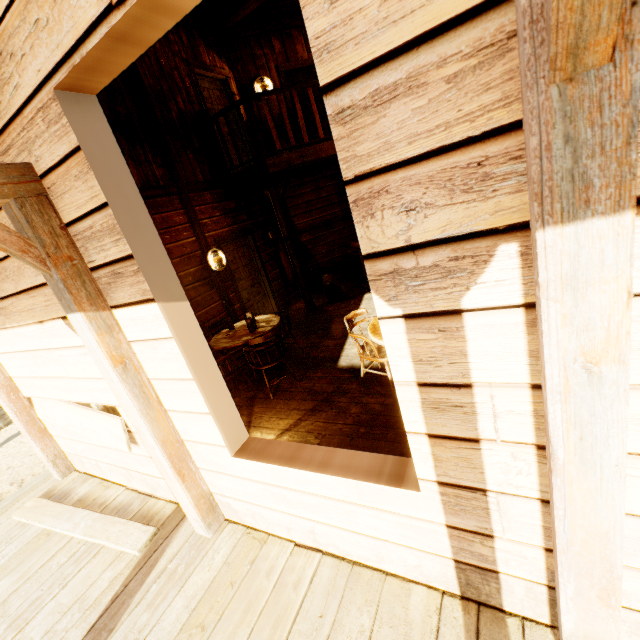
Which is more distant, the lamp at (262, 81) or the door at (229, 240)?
the lamp at (262, 81)

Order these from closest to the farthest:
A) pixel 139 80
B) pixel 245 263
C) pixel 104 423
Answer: pixel 104 423 < pixel 139 80 < pixel 245 263

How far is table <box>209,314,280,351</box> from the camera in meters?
4.2 m

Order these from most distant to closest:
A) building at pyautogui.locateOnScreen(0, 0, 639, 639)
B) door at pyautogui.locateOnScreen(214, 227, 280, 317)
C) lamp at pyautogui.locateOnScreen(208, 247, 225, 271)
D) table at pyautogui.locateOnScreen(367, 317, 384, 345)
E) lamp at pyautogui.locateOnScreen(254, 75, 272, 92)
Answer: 1. lamp at pyautogui.locateOnScreen(254, 75, 272, 92)
2. door at pyautogui.locateOnScreen(214, 227, 280, 317)
3. lamp at pyautogui.locateOnScreen(208, 247, 225, 271)
4. table at pyautogui.locateOnScreen(367, 317, 384, 345)
5. building at pyautogui.locateOnScreen(0, 0, 639, 639)

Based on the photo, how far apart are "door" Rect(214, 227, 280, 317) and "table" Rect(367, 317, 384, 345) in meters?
3.9

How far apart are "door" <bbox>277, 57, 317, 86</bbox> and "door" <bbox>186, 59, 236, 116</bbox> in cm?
115

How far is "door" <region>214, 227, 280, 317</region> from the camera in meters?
6.7

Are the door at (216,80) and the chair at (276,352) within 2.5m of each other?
no
